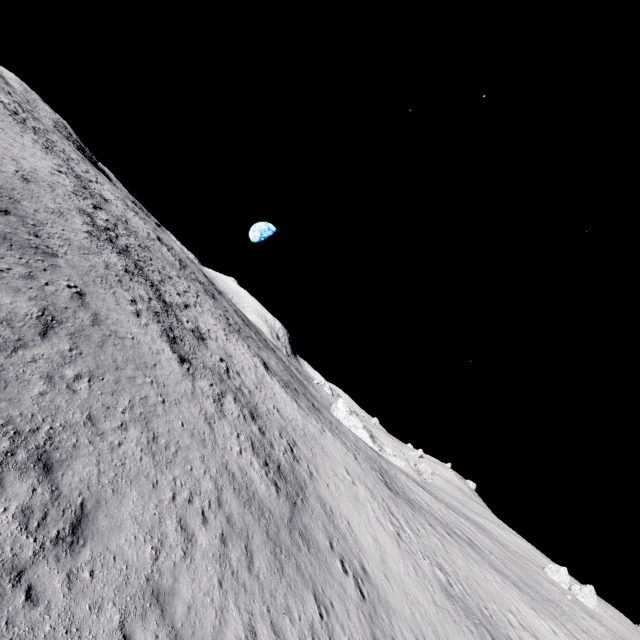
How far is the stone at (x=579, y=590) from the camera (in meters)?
47.25

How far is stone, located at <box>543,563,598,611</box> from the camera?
47.2m

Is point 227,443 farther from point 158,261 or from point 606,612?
point 606,612
